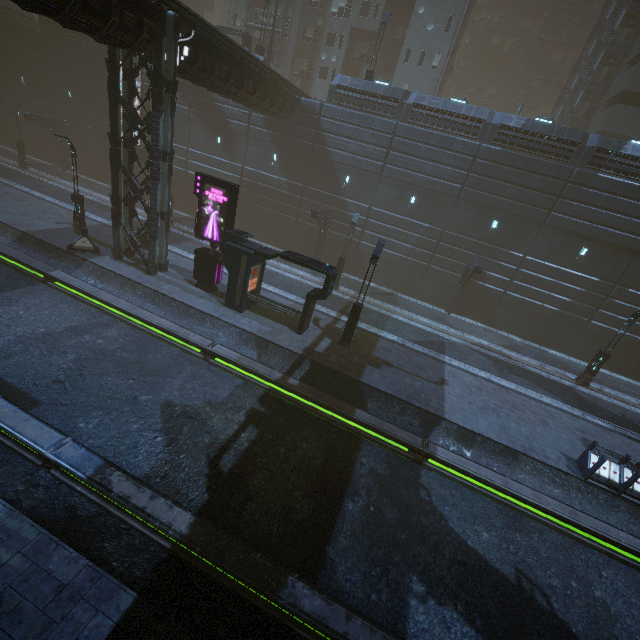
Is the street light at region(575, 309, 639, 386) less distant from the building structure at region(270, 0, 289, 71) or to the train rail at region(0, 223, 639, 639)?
the train rail at region(0, 223, 639, 639)

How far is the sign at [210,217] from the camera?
16.0m

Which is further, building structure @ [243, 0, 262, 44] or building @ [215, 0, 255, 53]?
building structure @ [243, 0, 262, 44]

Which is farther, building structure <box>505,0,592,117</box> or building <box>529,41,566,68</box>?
building <box>529,41,566,68</box>

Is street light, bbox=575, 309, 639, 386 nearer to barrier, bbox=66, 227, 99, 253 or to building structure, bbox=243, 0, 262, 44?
barrier, bbox=66, 227, 99, 253

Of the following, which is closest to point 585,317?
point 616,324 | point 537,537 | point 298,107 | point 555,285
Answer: point 616,324

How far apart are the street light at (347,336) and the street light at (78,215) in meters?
18.0
